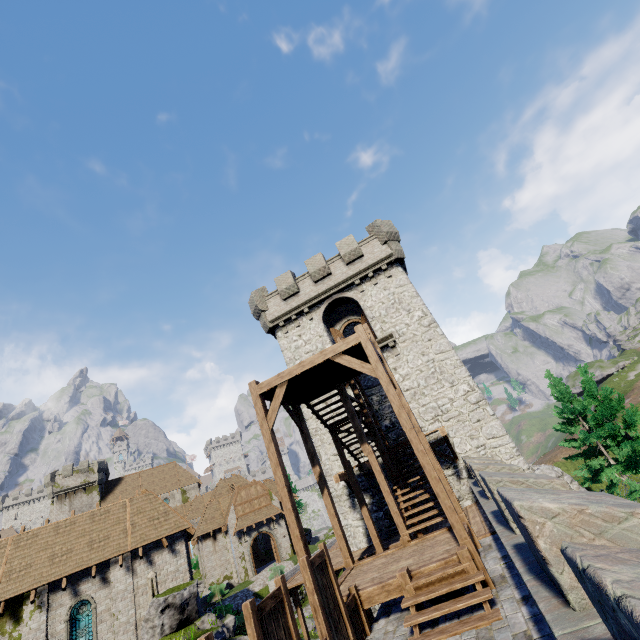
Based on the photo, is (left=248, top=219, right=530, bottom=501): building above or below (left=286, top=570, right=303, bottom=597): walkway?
above

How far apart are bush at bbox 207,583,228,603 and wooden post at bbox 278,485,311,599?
30.6 meters

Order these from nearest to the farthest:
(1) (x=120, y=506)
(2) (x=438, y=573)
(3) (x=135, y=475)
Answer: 1. (2) (x=438, y=573)
2. (1) (x=120, y=506)
3. (3) (x=135, y=475)

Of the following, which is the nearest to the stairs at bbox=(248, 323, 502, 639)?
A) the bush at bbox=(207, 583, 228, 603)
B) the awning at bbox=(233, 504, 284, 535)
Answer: the bush at bbox=(207, 583, 228, 603)

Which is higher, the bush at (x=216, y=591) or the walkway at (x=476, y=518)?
the walkway at (x=476, y=518)

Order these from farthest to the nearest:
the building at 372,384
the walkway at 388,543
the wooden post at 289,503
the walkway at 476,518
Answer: the building at 372,384 < the walkway at 388,543 < the walkway at 476,518 < the wooden post at 289,503

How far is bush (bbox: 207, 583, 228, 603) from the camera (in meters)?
30.59

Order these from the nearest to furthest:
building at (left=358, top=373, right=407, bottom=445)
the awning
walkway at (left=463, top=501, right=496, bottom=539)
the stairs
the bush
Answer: the stairs
walkway at (left=463, top=501, right=496, bottom=539)
building at (left=358, top=373, right=407, bottom=445)
the bush
the awning
